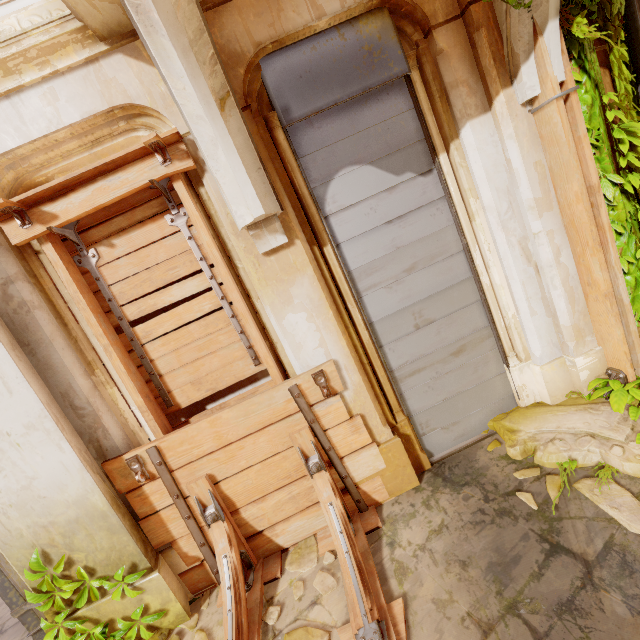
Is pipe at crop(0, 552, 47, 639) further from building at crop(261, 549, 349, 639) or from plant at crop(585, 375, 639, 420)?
plant at crop(585, 375, 639, 420)

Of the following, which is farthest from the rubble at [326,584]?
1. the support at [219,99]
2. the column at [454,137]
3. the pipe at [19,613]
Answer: the support at [219,99]

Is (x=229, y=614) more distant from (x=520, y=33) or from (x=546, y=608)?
(x=520, y=33)

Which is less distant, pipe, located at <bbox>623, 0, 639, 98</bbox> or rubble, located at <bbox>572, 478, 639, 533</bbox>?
rubble, located at <bbox>572, 478, 639, 533</bbox>

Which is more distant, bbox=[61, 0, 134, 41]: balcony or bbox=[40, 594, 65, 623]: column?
bbox=[40, 594, 65, 623]: column

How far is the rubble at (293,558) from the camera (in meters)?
2.93

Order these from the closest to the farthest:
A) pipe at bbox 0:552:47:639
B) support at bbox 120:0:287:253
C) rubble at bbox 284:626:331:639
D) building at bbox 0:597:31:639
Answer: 1. support at bbox 120:0:287:253
2. rubble at bbox 284:626:331:639
3. pipe at bbox 0:552:47:639
4. building at bbox 0:597:31:639

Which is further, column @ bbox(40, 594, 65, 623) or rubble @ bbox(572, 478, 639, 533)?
column @ bbox(40, 594, 65, 623)
